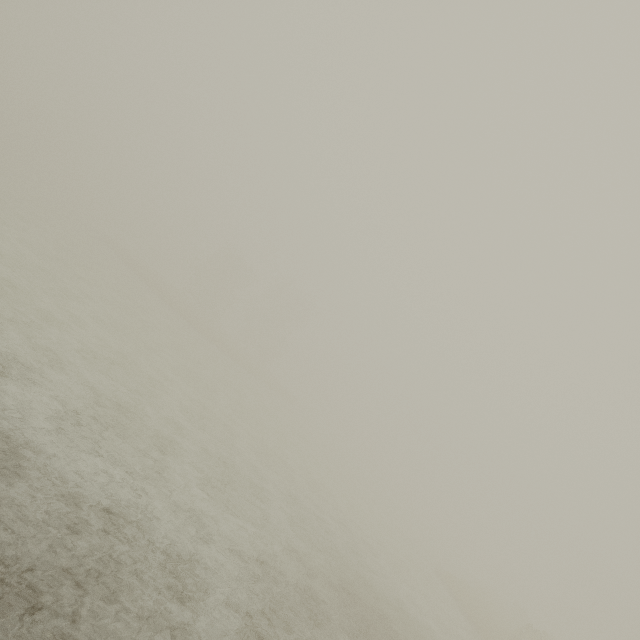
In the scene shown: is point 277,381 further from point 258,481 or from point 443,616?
point 258,481
